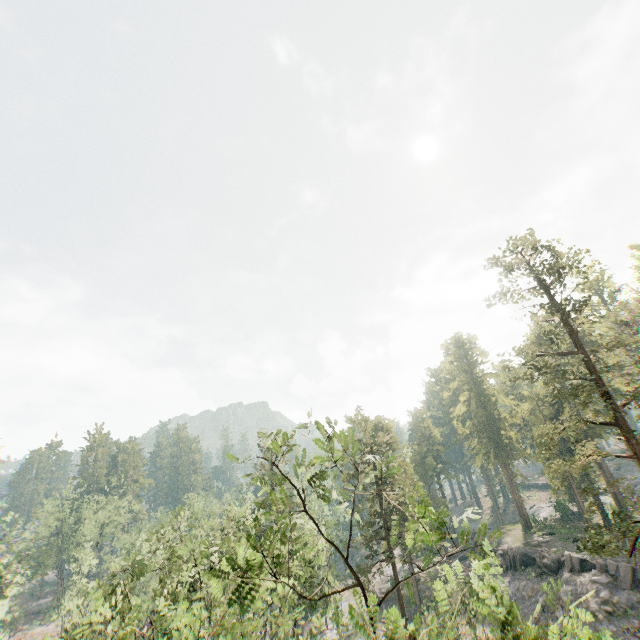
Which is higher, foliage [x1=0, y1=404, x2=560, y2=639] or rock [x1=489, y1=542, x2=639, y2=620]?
foliage [x1=0, y1=404, x2=560, y2=639]

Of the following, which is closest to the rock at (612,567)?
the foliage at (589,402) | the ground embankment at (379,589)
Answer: the foliage at (589,402)

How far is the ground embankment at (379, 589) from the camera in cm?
4884

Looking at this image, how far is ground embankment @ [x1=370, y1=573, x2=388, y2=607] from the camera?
48.8m

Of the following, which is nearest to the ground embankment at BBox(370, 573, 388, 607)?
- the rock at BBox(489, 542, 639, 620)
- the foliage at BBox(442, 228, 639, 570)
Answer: the foliage at BBox(442, 228, 639, 570)

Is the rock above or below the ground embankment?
above

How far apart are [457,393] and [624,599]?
30.7m
